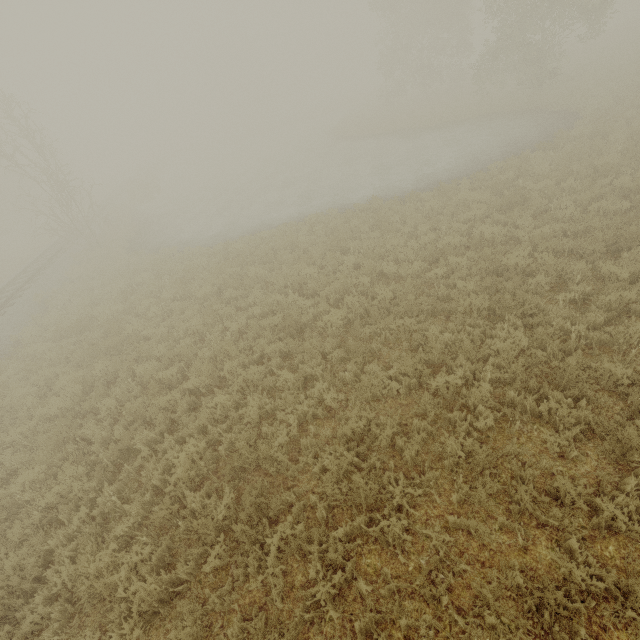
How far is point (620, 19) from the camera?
50.2m

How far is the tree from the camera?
33.1m

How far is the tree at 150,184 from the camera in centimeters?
3306cm
